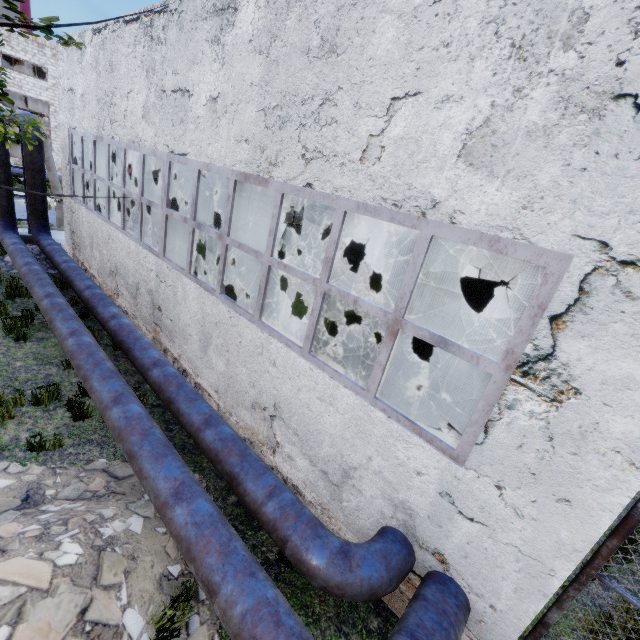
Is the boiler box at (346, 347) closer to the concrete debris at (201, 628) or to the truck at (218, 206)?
the concrete debris at (201, 628)

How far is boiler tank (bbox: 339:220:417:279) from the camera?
14.8m

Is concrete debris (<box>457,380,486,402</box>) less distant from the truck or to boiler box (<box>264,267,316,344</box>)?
boiler box (<box>264,267,316,344</box>)

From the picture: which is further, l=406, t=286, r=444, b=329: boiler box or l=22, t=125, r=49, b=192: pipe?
l=22, t=125, r=49, b=192: pipe

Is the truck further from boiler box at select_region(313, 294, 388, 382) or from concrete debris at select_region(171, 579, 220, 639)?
concrete debris at select_region(171, 579, 220, 639)

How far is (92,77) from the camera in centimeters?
962cm

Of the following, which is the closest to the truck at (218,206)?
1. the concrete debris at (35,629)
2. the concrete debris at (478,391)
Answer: the concrete debris at (478,391)

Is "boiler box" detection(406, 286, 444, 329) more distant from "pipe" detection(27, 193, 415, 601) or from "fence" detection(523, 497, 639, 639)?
"fence" detection(523, 497, 639, 639)
